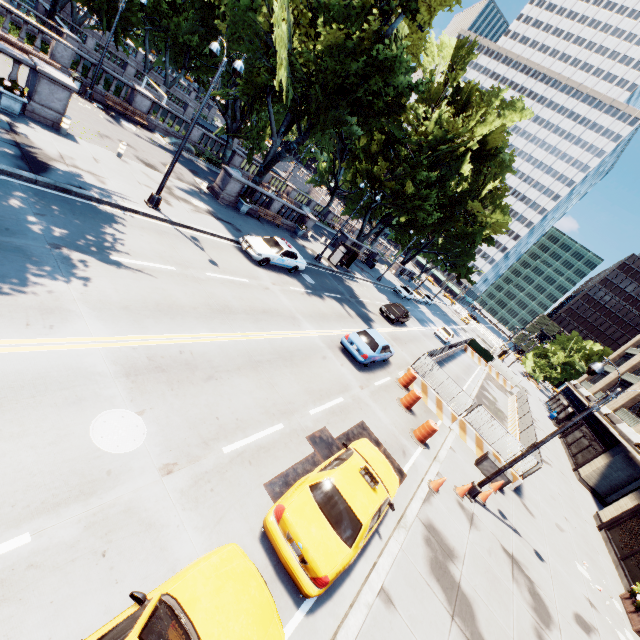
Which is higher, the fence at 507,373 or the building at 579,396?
the building at 579,396

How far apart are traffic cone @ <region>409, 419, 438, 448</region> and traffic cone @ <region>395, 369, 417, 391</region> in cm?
317

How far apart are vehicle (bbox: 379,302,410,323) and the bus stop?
5.43m

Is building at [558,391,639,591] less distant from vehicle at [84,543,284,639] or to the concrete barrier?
the concrete barrier

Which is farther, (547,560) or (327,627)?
(547,560)

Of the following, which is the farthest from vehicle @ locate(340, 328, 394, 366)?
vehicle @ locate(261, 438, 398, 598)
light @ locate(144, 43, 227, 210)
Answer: light @ locate(144, 43, 227, 210)

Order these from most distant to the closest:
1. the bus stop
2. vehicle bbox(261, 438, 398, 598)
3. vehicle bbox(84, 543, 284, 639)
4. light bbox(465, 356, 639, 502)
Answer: the bus stop
light bbox(465, 356, 639, 502)
vehicle bbox(261, 438, 398, 598)
vehicle bbox(84, 543, 284, 639)

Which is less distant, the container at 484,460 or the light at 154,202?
the light at 154,202
